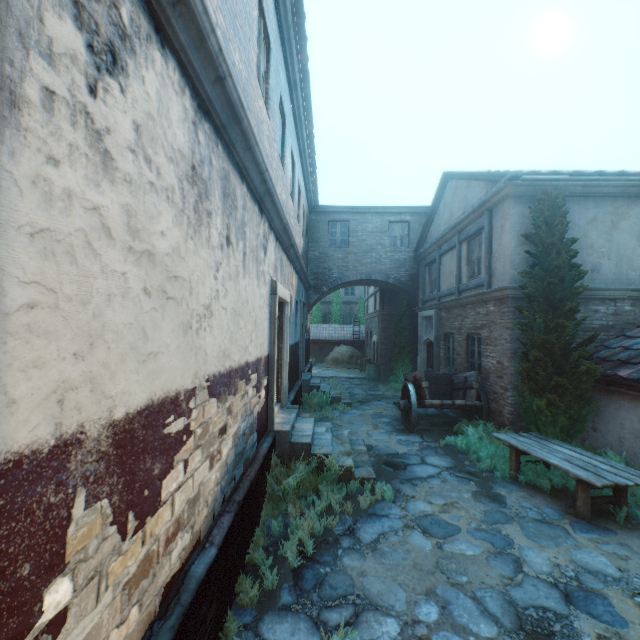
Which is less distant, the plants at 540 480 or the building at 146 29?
the building at 146 29

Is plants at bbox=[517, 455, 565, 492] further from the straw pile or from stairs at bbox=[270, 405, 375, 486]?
the straw pile

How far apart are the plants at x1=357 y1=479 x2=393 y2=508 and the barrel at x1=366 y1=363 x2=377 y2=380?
12.1m

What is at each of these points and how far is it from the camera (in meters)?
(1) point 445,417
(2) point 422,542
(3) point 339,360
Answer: (1) ground stones, 10.61
(2) ground stones, 4.32
(3) straw pile, 23.02

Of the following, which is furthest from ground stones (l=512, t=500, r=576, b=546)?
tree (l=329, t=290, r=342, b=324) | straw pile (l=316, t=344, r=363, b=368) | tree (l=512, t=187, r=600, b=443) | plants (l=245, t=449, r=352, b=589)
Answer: tree (l=329, t=290, r=342, b=324)

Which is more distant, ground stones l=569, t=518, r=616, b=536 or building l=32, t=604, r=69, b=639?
ground stones l=569, t=518, r=616, b=536

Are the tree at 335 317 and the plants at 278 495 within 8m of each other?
no

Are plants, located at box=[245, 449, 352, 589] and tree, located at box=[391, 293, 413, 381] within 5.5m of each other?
no
